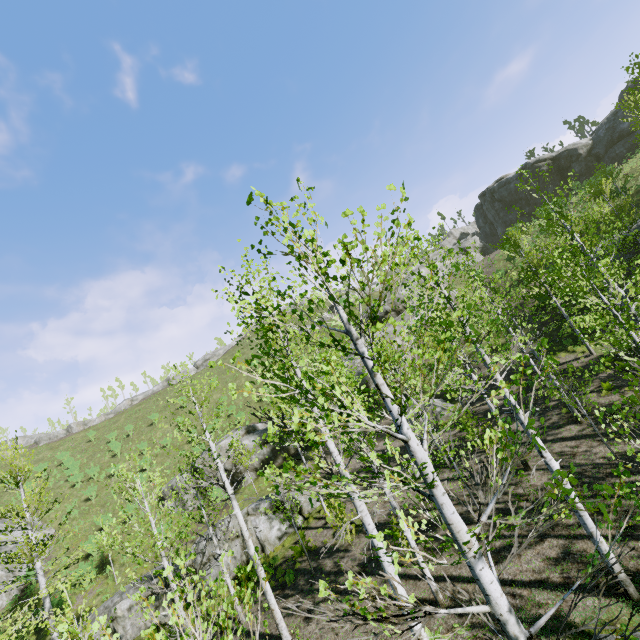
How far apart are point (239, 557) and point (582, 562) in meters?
15.9 m

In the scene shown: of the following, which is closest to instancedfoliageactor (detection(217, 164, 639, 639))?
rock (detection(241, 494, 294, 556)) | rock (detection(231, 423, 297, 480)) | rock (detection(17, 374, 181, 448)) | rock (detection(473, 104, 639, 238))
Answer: rock (detection(241, 494, 294, 556))

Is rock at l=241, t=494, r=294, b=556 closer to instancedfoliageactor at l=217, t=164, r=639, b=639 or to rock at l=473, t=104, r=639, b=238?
instancedfoliageactor at l=217, t=164, r=639, b=639

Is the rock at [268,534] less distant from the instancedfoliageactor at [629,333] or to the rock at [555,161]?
the instancedfoliageactor at [629,333]

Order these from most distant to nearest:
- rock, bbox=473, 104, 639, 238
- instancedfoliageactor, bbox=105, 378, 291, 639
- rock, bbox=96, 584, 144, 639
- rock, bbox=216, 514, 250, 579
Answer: rock, bbox=473, 104, 639, 238, rock, bbox=216, 514, 250, 579, rock, bbox=96, 584, 144, 639, instancedfoliageactor, bbox=105, 378, 291, 639

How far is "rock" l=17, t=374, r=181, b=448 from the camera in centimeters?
4938cm

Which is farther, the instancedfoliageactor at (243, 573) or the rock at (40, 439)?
the rock at (40, 439)

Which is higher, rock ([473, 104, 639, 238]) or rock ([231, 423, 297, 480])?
rock ([473, 104, 639, 238])
